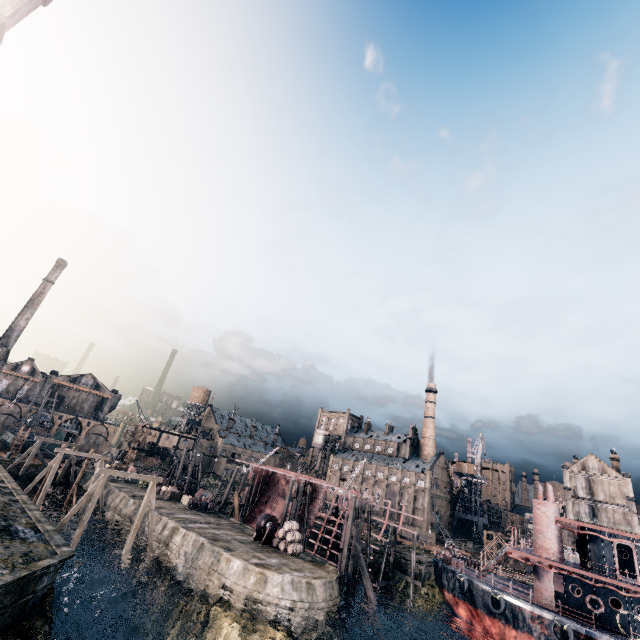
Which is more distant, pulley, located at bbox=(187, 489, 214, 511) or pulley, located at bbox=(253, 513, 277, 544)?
pulley, located at bbox=(187, 489, 214, 511)

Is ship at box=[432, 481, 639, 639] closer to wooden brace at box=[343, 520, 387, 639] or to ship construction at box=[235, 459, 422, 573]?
ship construction at box=[235, 459, 422, 573]

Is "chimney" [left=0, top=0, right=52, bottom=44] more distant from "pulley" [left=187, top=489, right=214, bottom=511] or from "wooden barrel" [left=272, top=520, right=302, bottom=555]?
"wooden barrel" [left=272, top=520, right=302, bottom=555]

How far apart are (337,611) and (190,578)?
13.0m

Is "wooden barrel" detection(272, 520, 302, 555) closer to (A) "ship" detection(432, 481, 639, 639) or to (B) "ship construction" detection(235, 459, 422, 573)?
(B) "ship construction" detection(235, 459, 422, 573)

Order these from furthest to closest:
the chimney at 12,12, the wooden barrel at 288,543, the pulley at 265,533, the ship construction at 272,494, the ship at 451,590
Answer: the ship construction at 272,494 < the pulley at 265,533 < the wooden barrel at 288,543 < the chimney at 12,12 < the ship at 451,590

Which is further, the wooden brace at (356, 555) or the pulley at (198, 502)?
the pulley at (198, 502)

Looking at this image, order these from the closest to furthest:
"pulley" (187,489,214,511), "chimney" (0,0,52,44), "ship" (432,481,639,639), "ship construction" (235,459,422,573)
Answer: "ship" (432,481,639,639) < "chimney" (0,0,52,44) < "ship construction" (235,459,422,573) < "pulley" (187,489,214,511)
